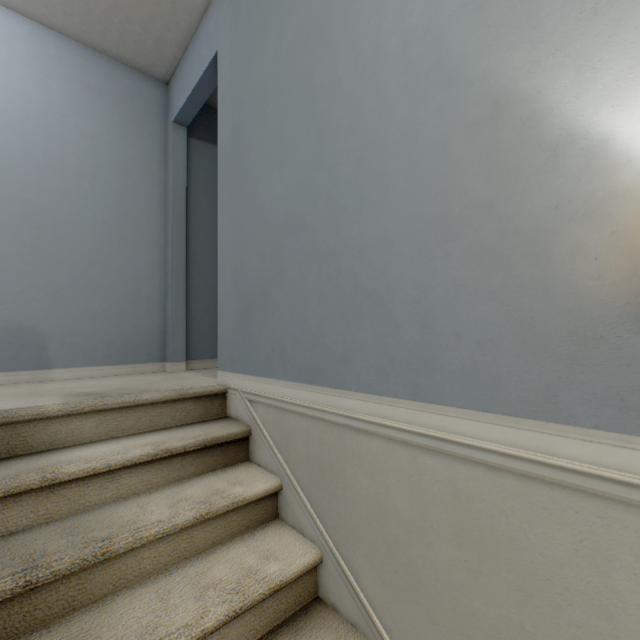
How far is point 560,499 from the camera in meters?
0.7
